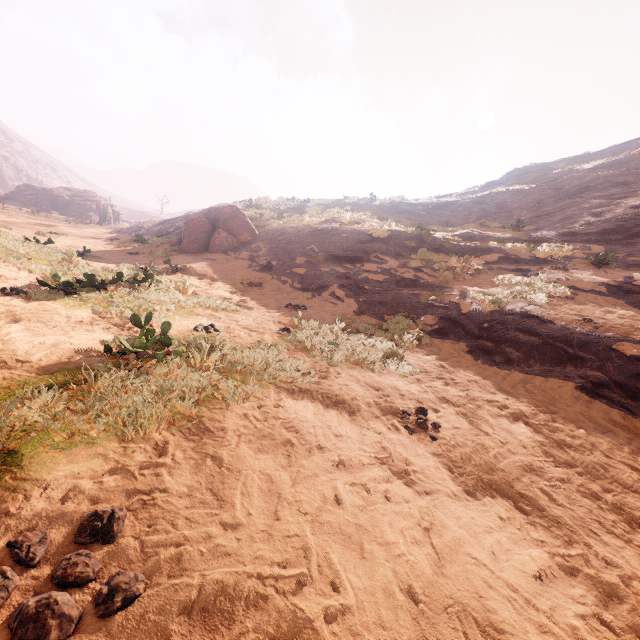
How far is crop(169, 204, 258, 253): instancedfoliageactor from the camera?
15.2 meters

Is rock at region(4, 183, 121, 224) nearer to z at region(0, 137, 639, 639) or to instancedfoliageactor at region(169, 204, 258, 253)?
z at region(0, 137, 639, 639)

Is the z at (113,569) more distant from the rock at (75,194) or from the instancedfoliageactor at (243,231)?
the rock at (75,194)

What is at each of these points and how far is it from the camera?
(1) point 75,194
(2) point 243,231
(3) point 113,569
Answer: (1) rock, 52.8 meters
(2) instancedfoliageactor, 16.4 meters
(3) z, 1.4 meters

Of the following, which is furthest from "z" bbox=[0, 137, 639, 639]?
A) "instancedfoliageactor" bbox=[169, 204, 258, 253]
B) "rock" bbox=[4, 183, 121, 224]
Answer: "rock" bbox=[4, 183, 121, 224]

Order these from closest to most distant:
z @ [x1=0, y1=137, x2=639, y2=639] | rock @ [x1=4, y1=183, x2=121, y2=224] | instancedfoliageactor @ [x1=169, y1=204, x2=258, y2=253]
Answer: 1. z @ [x1=0, y1=137, x2=639, y2=639]
2. instancedfoliageactor @ [x1=169, y1=204, x2=258, y2=253]
3. rock @ [x1=4, y1=183, x2=121, y2=224]

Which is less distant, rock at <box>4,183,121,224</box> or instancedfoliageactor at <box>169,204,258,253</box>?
instancedfoliageactor at <box>169,204,258,253</box>

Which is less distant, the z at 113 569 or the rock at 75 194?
the z at 113 569
